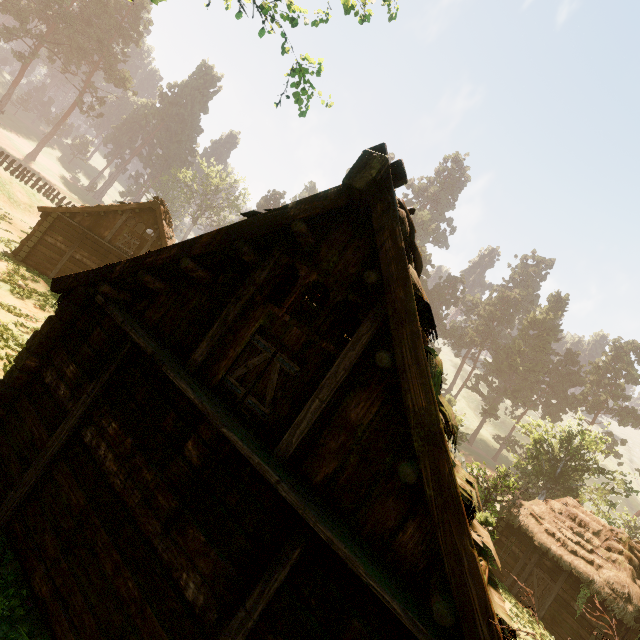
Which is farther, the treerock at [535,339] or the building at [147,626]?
the treerock at [535,339]

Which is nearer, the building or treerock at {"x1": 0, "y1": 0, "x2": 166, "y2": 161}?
the building

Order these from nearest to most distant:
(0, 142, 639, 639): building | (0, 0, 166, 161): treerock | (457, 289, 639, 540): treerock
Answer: (0, 142, 639, 639): building < (457, 289, 639, 540): treerock < (0, 0, 166, 161): treerock

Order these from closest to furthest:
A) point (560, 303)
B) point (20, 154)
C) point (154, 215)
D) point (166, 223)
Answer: point (154, 215) < point (166, 223) < point (20, 154) < point (560, 303)

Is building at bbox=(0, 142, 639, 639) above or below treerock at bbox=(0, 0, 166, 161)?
below

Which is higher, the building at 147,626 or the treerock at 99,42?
the treerock at 99,42

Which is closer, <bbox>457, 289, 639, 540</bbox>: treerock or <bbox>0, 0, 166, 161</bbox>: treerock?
<bbox>457, 289, 639, 540</bbox>: treerock
